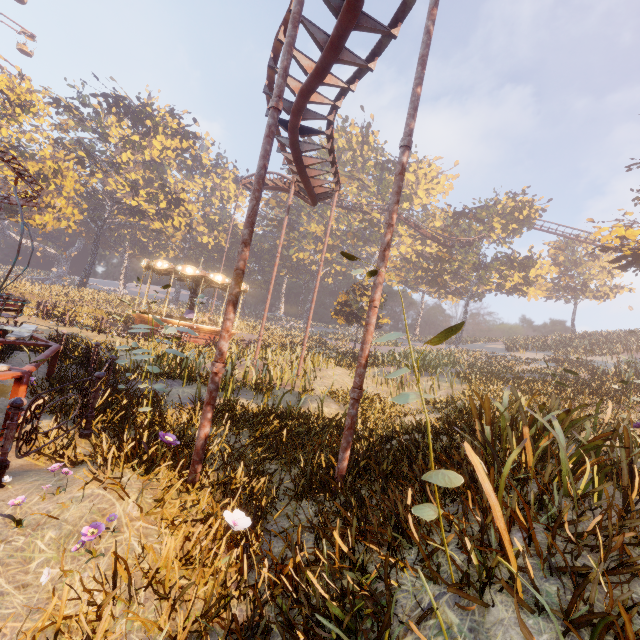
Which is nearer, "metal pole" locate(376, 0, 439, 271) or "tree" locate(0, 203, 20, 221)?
"metal pole" locate(376, 0, 439, 271)

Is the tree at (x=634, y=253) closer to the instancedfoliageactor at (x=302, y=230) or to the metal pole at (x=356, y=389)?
the metal pole at (x=356, y=389)

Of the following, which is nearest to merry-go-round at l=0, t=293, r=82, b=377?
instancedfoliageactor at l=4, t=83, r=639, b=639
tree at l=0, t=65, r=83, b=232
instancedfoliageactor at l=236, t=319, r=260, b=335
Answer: instancedfoliageactor at l=4, t=83, r=639, b=639

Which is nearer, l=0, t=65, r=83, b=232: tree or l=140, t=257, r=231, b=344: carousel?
l=140, t=257, r=231, b=344: carousel

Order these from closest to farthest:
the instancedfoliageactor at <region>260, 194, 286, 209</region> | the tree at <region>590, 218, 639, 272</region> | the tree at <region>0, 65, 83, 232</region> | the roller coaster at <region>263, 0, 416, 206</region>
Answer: the roller coaster at <region>263, 0, 416, 206</region>, the tree at <region>590, 218, 639, 272</region>, the tree at <region>0, 65, 83, 232</region>, the instancedfoliageactor at <region>260, 194, 286, 209</region>

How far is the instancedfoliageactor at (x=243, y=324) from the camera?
32.7 meters

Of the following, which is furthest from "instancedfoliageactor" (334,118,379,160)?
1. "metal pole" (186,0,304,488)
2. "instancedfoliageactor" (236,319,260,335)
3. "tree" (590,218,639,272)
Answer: "metal pole" (186,0,304,488)

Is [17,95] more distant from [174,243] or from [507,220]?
[507,220]
